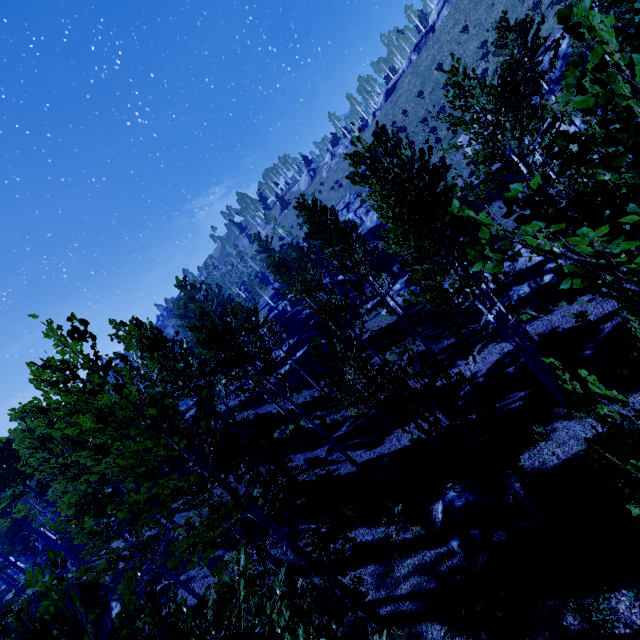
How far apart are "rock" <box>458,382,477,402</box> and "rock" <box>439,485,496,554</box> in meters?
3.3

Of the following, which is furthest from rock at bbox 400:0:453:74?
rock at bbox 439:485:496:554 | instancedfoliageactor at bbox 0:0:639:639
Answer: rock at bbox 439:485:496:554

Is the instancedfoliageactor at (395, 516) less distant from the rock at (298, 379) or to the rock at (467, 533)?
the rock at (298, 379)

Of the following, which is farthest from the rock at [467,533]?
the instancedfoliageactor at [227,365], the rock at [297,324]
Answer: the rock at [297,324]

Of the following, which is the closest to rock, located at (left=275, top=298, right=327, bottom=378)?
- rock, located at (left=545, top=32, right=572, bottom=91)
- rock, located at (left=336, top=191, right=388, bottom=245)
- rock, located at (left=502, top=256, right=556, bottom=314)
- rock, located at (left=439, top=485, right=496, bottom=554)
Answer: rock, located at (left=502, top=256, right=556, bottom=314)

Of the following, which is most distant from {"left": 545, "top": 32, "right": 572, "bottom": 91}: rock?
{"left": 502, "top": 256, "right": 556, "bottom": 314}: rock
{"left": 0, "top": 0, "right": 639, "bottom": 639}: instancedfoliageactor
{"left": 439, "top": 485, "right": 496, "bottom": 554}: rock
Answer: {"left": 439, "top": 485, "right": 496, "bottom": 554}: rock

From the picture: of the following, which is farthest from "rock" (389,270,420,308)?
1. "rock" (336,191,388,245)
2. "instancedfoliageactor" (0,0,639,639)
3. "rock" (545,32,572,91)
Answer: "rock" (545,32,572,91)

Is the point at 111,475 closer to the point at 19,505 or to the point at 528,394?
the point at 19,505
